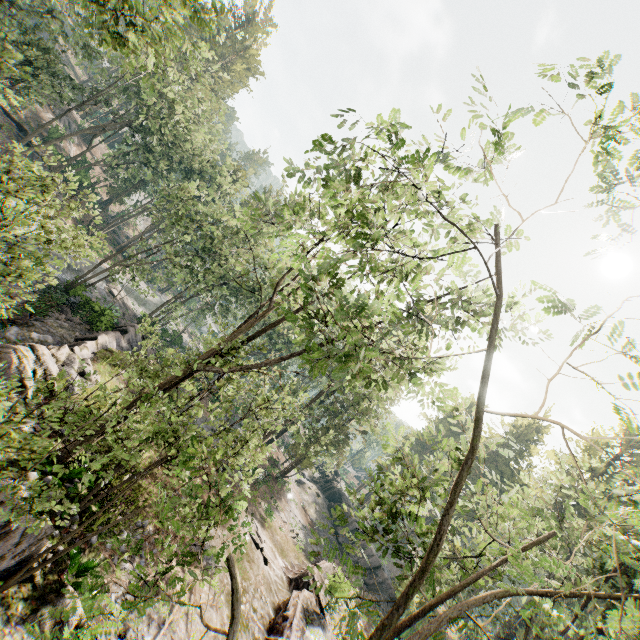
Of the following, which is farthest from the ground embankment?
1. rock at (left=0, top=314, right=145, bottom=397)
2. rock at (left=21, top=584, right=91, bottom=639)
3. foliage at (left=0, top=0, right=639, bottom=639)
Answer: rock at (left=0, top=314, right=145, bottom=397)

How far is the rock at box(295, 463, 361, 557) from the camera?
38.78m

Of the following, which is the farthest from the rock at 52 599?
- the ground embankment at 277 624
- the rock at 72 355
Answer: the ground embankment at 277 624

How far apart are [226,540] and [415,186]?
19.2m

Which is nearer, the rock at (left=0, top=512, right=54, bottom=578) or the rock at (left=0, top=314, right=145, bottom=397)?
the rock at (left=0, top=512, right=54, bottom=578)

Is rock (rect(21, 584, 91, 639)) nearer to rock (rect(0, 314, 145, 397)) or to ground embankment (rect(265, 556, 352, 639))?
rock (rect(0, 314, 145, 397))

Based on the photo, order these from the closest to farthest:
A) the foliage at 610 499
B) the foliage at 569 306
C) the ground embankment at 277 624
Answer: the foliage at 569 306 < the foliage at 610 499 < the ground embankment at 277 624

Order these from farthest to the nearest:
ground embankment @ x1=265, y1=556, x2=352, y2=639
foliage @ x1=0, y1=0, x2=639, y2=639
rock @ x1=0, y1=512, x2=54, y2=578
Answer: ground embankment @ x1=265, y1=556, x2=352, y2=639 → rock @ x1=0, y1=512, x2=54, y2=578 → foliage @ x1=0, y1=0, x2=639, y2=639
